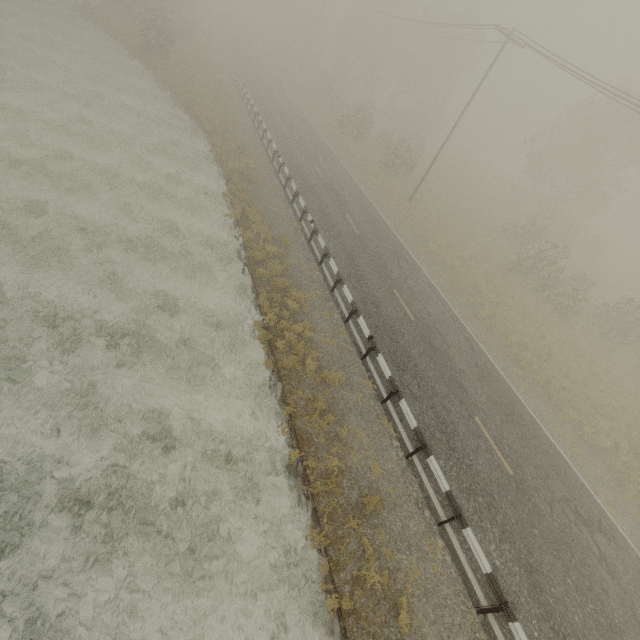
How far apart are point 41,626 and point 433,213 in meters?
30.9 m
